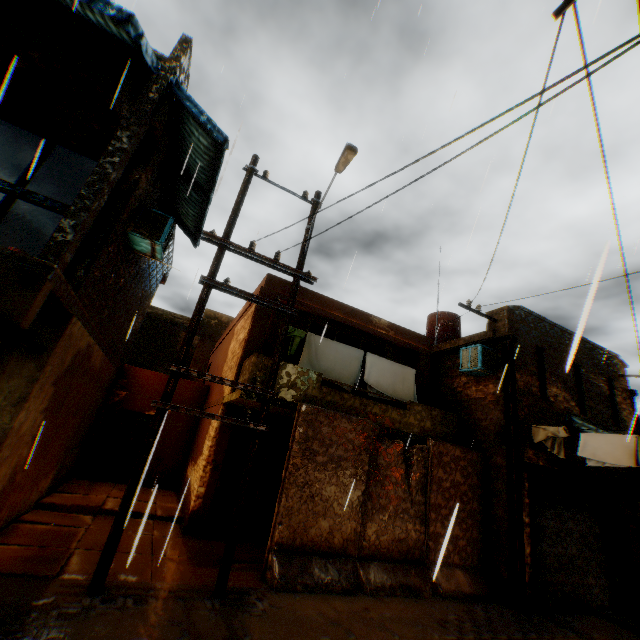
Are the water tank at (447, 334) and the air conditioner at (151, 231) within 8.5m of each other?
no

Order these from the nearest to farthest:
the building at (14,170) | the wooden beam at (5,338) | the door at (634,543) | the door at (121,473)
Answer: the wooden beam at (5,338) → the building at (14,170) → the door at (634,543) → the door at (121,473)

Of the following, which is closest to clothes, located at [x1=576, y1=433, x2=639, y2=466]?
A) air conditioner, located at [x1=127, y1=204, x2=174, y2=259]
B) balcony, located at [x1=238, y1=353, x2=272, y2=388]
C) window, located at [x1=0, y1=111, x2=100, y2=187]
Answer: balcony, located at [x1=238, y1=353, x2=272, y2=388]

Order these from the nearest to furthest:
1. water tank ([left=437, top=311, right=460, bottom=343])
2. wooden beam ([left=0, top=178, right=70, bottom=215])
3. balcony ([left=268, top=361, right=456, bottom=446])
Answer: wooden beam ([left=0, top=178, right=70, bottom=215]) < balcony ([left=268, top=361, right=456, bottom=446]) < water tank ([left=437, top=311, right=460, bottom=343])

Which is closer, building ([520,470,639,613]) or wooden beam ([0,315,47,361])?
wooden beam ([0,315,47,361])

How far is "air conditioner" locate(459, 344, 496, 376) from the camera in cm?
997

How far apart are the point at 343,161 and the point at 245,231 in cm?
551

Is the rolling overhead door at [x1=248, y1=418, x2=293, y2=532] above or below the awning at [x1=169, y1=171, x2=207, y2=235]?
below
